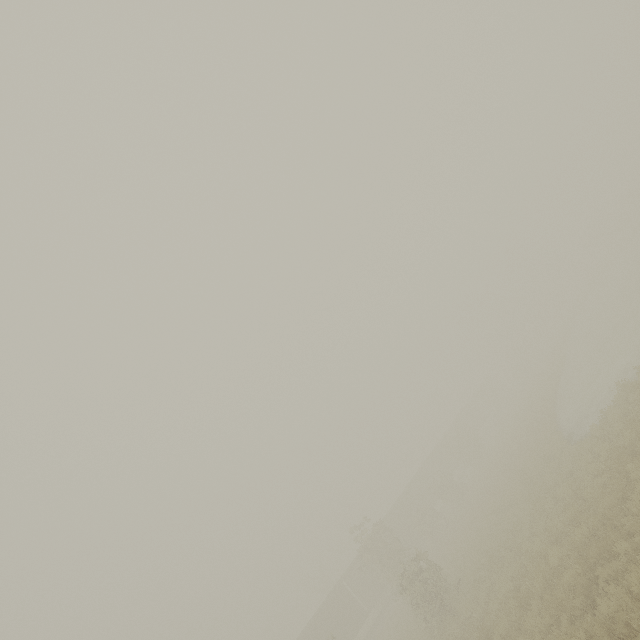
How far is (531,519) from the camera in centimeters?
1482cm

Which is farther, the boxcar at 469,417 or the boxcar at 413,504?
the boxcar at 469,417

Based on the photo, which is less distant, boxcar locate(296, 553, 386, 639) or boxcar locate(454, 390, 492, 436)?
boxcar locate(296, 553, 386, 639)

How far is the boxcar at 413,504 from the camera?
37.7 meters

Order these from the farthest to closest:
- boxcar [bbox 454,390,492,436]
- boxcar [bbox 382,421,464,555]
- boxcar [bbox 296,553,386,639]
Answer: boxcar [bbox 454,390,492,436]
boxcar [bbox 382,421,464,555]
boxcar [bbox 296,553,386,639]

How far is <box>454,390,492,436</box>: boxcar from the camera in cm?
5234
